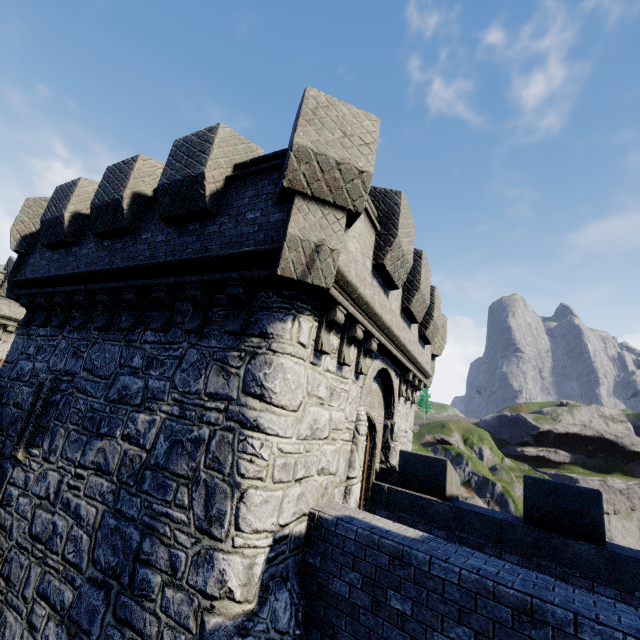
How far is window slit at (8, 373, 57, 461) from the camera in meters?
7.1 m

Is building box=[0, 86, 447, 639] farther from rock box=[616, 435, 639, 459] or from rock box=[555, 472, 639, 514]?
rock box=[555, 472, 639, 514]

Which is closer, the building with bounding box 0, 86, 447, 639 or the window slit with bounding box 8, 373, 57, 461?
the building with bounding box 0, 86, 447, 639

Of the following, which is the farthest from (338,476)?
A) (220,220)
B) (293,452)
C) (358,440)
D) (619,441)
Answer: (619,441)

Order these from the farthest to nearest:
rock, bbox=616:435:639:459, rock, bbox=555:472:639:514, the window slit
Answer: rock, bbox=616:435:639:459
rock, bbox=555:472:639:514
the window slit

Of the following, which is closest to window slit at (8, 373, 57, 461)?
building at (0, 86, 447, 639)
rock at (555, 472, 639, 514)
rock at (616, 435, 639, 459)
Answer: building at (0, 86, 447, 639)

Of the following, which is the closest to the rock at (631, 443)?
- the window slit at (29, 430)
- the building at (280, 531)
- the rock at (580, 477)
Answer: the rock at (580, 477)
